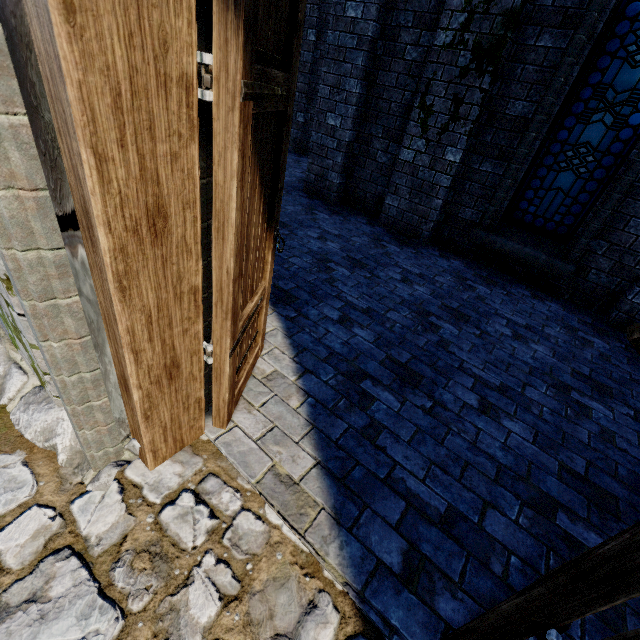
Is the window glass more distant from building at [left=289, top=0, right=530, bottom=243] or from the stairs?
the stairs

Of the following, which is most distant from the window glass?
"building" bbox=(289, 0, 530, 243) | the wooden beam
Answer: the wooden beam

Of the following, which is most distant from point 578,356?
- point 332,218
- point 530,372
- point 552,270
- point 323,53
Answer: point 323,53

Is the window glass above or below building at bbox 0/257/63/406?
above

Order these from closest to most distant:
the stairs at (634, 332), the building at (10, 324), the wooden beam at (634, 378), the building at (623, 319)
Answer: the building at (10, 324) < the wooden beam at (634, 378) < the stairs at (634, 332) < the building at (623, 319)

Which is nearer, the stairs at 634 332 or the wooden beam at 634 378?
the wooden beam at 634 378

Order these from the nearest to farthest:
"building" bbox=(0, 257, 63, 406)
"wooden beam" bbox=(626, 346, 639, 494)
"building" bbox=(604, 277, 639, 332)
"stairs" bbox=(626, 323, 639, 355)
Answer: "building" bbox=(0, 257, 63, 406) → "wooden beam" bbox=(626, 346, 639, 494) → "stairs" bbox=(626, 323, 639, 355) → "building" bbox=(604, 277, 639, 332)

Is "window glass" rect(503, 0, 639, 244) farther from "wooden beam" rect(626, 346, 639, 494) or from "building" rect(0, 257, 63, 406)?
"wooden beam" rect(626, 346, 639, 494)
